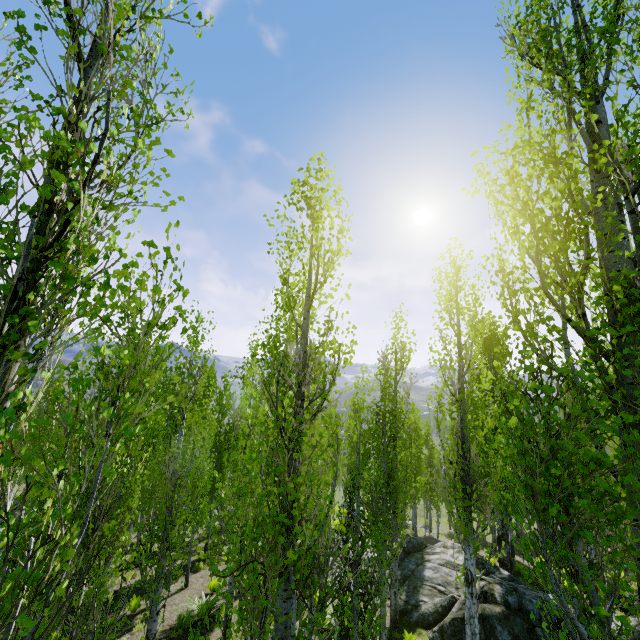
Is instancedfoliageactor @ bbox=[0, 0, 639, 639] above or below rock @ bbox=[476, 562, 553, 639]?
above

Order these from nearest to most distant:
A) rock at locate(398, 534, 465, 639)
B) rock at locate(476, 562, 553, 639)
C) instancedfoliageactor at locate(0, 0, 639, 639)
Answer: instancedfoliageactor at locate(0, 0, 639, 639)
rock at locate(476, 562, 553, 639)
rock at locate(398, 534, 465, 639)

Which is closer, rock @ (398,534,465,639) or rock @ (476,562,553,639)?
rock @ (476,562,553,639)

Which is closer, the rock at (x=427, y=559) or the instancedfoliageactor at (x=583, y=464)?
the instancedfoliageactor at (x=583, y=464)

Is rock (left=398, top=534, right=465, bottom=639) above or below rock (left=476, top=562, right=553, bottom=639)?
below

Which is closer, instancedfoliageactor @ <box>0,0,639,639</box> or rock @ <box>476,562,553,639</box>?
instancedfoliageactor @ <box>0,0,639,639</box>

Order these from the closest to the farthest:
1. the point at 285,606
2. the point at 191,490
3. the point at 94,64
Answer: the point at 94,64
the point at 285,606
the point at 191,490

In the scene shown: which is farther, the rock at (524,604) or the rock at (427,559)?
the rock at (427,559)
